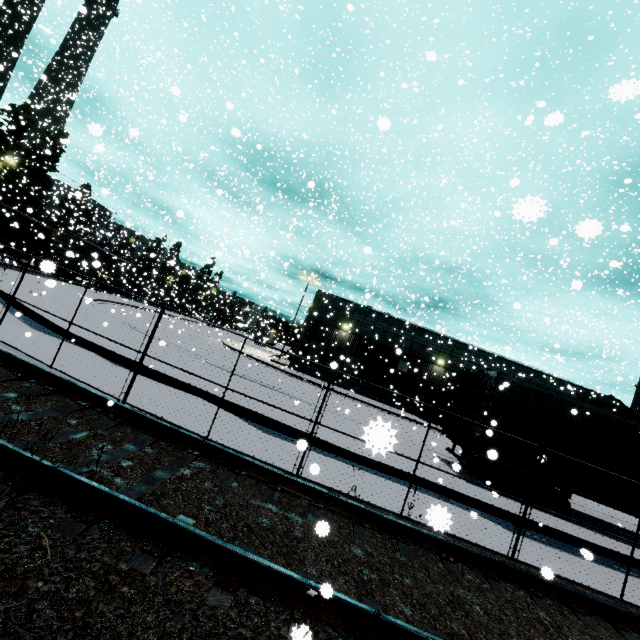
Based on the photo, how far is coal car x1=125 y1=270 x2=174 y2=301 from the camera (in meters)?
37.11

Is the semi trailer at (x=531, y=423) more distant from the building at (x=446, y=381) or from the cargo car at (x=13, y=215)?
the cargo car at (x=13, y=215)

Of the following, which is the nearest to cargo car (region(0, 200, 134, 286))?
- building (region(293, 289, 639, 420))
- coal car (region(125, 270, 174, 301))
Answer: coal car (region(125, 270, 174, 301))

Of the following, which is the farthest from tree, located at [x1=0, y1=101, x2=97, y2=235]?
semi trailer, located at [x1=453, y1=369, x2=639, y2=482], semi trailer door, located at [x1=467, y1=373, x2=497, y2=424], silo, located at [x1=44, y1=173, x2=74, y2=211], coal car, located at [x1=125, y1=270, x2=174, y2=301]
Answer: semi trailer door, located at [x1=467, y1=373, x2=497, y2=424]

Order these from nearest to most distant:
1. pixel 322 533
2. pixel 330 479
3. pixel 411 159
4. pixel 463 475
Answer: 1. pixel 322 533
2. pixel 330 479
3. pixel 463 475
4. pixel 411 159

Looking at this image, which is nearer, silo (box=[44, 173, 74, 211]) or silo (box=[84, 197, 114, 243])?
silo (box=[44, 173, 74, 211])

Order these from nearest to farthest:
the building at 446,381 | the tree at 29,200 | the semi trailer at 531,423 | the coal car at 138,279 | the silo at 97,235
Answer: the semi trailer at 531,423 → the building at 446,381 → the tree at 29,200 → the coal car at 138,279 → the silo at 97,235

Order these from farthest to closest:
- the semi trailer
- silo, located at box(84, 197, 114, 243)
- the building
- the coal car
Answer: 1. silo, located at box(84, 197, 114, 243)
2. the coal car
3. the building
4. the semi trailer
